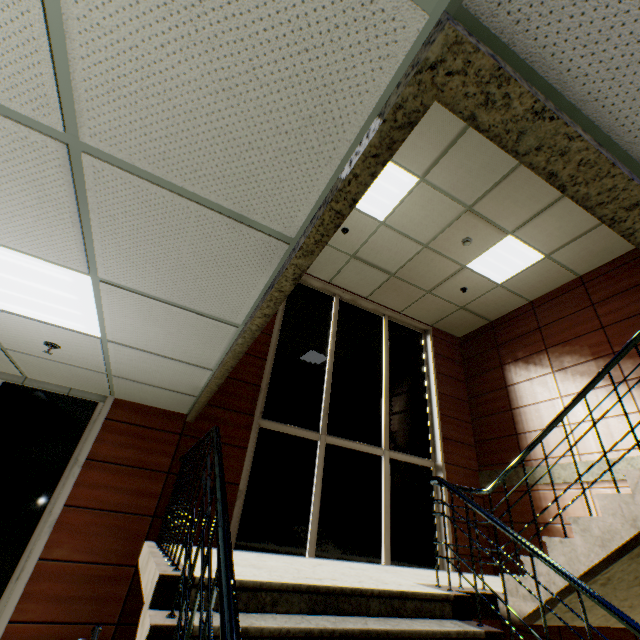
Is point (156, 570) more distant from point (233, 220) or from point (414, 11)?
point (414, 11)
